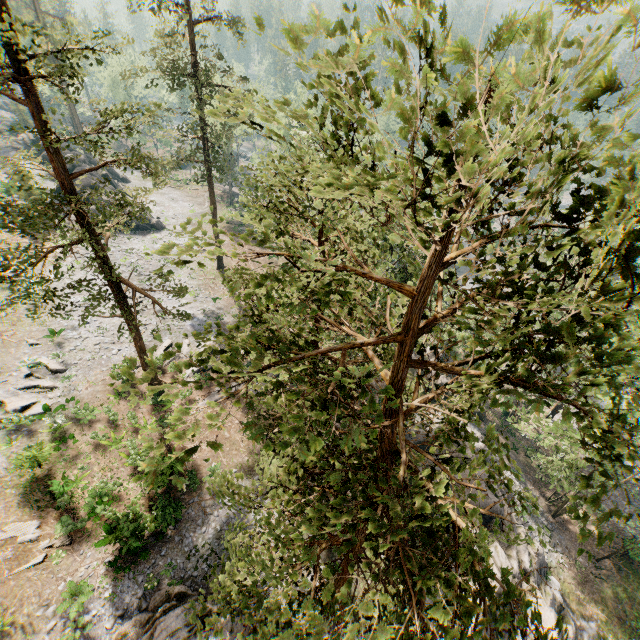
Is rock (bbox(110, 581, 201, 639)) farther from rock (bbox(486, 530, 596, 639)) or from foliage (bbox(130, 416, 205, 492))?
rock (bbox(486, 530, 596, 639))

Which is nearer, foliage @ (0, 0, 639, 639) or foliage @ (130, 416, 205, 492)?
foliage @ (0, 0, 639, 639)

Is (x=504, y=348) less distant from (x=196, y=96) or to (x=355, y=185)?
(x=355, y=185)

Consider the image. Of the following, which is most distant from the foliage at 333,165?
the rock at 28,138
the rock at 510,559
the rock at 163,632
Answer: the rock at 163,632

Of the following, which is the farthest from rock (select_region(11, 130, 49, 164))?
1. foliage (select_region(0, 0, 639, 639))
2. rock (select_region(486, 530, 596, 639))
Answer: rock (select_region(486, 530, 596, 639))

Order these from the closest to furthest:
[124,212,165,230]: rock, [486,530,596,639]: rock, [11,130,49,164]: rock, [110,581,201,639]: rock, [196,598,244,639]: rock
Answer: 1. [110,581,201,639]: rock
2. [196,598,244,639]: rock
3. [486,530,596,639]: rock
4. [124,212,165,230]: rock
5. [11,130,49,164]: rock

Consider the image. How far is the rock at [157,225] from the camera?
42.4 meters

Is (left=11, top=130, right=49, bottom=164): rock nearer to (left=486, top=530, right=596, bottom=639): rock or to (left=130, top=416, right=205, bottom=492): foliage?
(left=130, top=416, right=205, bottom=492): foliage
